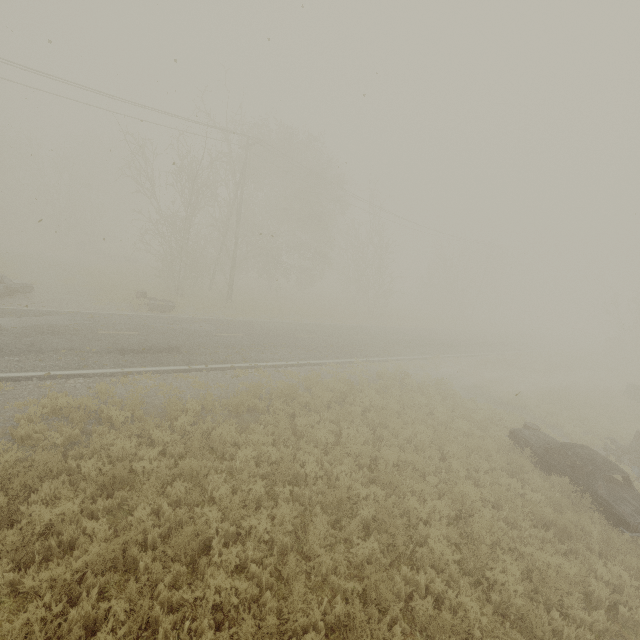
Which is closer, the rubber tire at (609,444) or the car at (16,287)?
the rubber tire at (609,444)

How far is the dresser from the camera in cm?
1888

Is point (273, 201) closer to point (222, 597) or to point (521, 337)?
point (222, 597)

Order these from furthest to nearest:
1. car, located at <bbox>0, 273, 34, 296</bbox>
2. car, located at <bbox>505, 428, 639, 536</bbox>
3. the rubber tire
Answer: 1. car, located at <bbox>0, 273, 34, 296</bbox>
2. the rubber tire
3. car, located at <bbox>505, 428, 639, 536</bbox>

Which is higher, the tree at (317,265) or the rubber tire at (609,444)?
the tree at (317,265)

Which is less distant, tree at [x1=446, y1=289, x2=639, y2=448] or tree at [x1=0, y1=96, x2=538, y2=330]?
tree at [x1=446, y1=289, x2=639, y2=448]

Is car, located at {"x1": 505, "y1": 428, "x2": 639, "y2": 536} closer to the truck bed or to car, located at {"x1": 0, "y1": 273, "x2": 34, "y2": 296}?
the truck bed

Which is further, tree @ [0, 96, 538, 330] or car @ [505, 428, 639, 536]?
tree @ [0, 96, 538, 330]
